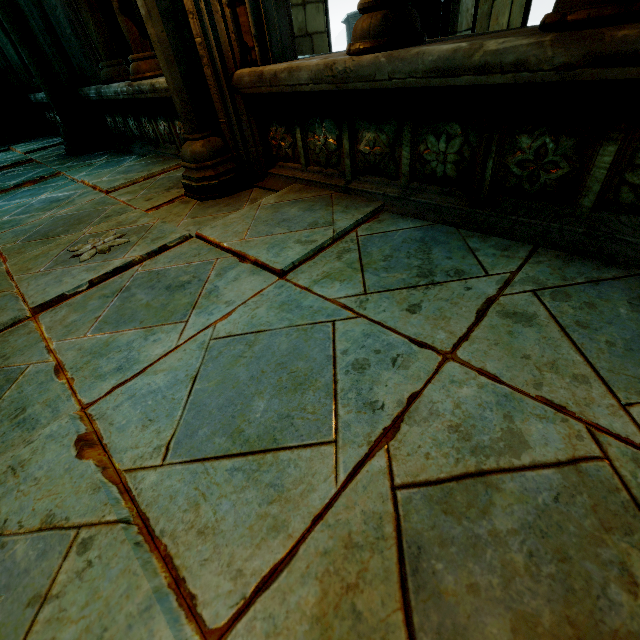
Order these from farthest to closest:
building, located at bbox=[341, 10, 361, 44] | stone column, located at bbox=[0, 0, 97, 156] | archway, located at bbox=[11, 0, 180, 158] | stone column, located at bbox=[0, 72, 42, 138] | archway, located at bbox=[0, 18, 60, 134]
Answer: building, located at bbox=[341, 10, 361, 44], stone column, located at bbox=[0, 72, 42, 138], archway, located at bbox=[0, 18, 60, 134], stone column, located at bbox=[0, 0, 97, 156], archway, located at bbox=[11, 0, 180, 158]

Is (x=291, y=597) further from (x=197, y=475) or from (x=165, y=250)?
(x=165, y=250)

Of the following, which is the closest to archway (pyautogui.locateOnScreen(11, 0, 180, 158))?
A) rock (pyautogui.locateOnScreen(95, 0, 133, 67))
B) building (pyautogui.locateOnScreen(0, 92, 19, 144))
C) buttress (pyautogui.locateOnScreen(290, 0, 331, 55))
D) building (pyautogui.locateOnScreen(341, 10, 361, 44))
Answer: building (pyautogui.locateOnScreen(0, 92, 19, 144))

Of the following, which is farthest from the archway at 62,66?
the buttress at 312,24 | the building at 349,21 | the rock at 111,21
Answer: the building at 349,21

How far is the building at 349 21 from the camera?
24.1m

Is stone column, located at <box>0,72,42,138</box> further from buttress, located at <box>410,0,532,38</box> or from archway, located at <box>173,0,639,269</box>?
buttress, located at <box>410,0,532,38</box>

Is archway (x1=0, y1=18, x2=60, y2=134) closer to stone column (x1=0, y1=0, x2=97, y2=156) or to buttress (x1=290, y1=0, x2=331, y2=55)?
stone column (x1=0, y1=0, x2=97, y2=156)

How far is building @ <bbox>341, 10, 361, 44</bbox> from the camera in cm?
2410
